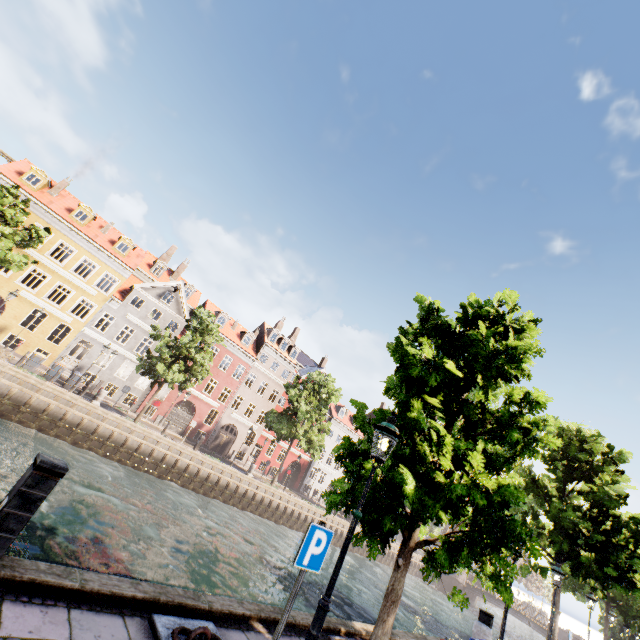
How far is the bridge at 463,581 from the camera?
39.2 meters

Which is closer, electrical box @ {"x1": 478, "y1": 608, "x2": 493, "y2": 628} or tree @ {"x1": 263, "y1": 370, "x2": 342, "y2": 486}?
electrical box @ {"x1": 478, "y1": 608, "x2": 493, "y2": 628}

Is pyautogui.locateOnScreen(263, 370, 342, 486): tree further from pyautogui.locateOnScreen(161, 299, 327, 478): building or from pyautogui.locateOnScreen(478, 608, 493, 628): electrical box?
pyautogui.locateOnScreen(478, 608, 493, 628): electrical box

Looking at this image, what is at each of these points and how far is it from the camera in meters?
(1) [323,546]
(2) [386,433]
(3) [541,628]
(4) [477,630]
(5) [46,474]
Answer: →
(1) sign, 4.2 m
(2) street light, 5.1 m
(3) bridge, 35.0 m
(4) pillar, 9.2 m
(5) electrical box, 3.5 m

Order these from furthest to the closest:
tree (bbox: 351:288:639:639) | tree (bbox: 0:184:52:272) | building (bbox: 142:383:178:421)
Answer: building (bbox: 142:383:178:421) < tree (bbox: 0:184:52:272) < tree (bbox: 351:288:639:639)

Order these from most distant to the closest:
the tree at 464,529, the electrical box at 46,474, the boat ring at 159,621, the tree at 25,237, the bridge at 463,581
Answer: the bridge at 463,581 → the tree at 25,237 → the tree at 464,529 → the boat ring at 159,621 → the electrical box at 46,474

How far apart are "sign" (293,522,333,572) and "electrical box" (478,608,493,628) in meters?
10.9

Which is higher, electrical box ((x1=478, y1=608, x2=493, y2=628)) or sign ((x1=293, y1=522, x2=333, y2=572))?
sign ((x1=293, y1=522, x2=333, y2=572))
